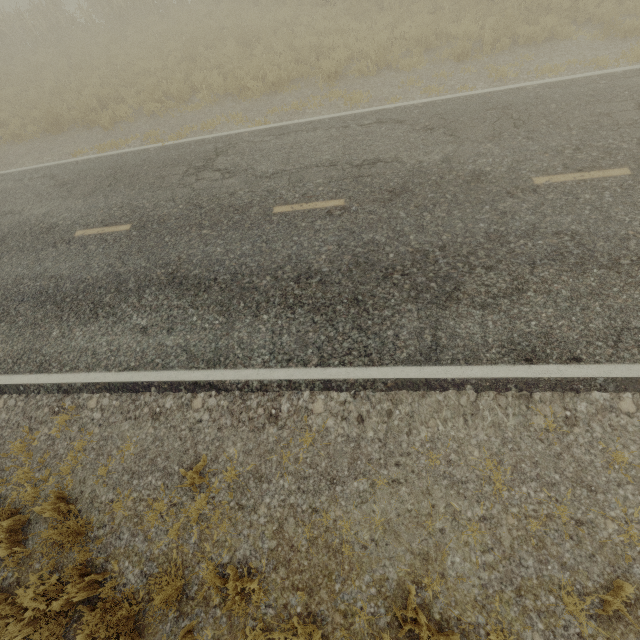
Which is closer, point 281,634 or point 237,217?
point 281,634
